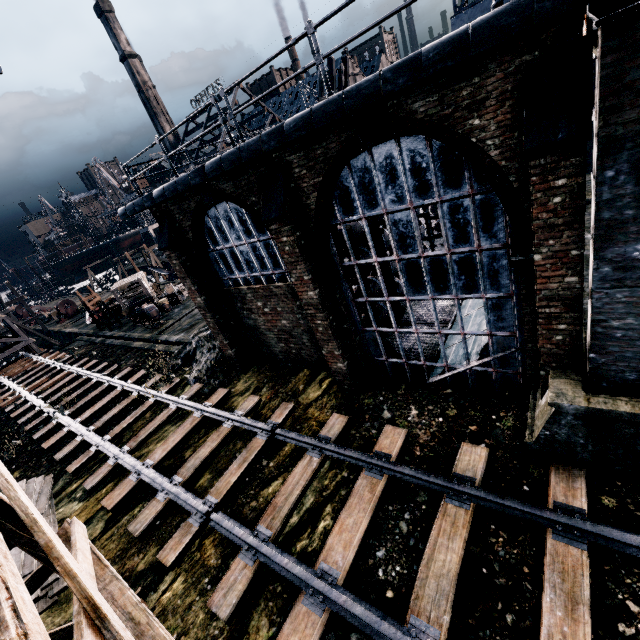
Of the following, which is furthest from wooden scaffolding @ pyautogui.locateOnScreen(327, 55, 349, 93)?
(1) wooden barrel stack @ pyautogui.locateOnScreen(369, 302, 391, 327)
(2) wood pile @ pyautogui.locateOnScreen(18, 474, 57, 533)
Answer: (2) wood pile @ pyautogui.locateOnScreen(18, 474, 57, 533)

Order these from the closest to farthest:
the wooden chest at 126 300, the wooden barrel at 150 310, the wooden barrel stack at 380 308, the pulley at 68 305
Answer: the wooden barrel stack at 380 308 < the wooden barrel at 150 310 < the wooden chest at 126 300 < the pulley at 68 305

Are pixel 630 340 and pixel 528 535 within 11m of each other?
yes

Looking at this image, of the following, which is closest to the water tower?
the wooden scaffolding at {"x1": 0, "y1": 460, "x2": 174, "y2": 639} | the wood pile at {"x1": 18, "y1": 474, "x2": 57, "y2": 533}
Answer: the wooden scaffolding at {"x1": 0, "y1": 460, "x2": 174, "y2": 639}

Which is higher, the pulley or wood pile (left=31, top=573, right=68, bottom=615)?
the pulley

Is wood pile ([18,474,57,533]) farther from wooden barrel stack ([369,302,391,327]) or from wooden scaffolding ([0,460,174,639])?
wooden barrel stack ([369,302,391,327])

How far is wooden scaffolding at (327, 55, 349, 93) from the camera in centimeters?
2089cm

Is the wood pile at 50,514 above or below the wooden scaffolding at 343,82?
below
